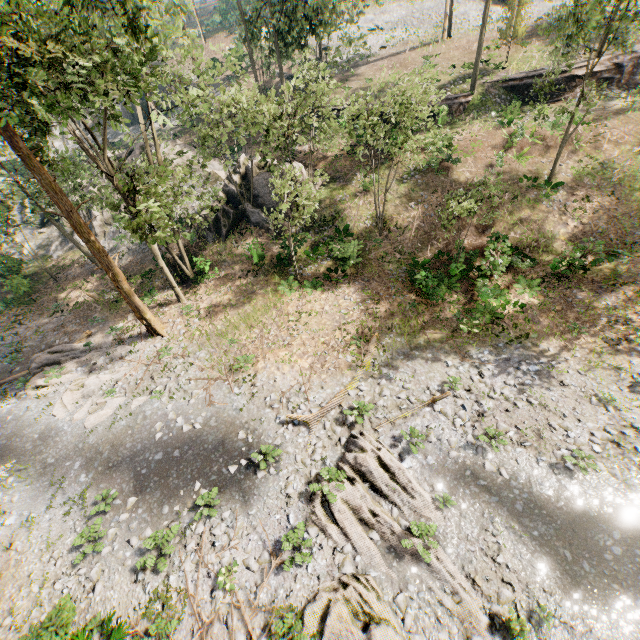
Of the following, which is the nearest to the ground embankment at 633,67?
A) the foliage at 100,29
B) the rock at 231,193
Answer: the foliage at 100,29

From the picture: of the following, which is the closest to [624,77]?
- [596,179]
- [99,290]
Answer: [596,179]

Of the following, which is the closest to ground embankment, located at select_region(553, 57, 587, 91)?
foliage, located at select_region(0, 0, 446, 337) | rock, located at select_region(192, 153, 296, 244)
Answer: foliage, located at select_region(0, 0, 446, 337)

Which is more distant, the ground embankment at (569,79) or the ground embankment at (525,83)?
the ground embankment at (525,83)

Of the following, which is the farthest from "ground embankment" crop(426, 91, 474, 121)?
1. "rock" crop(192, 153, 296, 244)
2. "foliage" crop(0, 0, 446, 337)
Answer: "foliage" crop(0, 0, 446, 337)

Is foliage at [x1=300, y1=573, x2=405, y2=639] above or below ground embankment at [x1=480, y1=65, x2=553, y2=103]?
below

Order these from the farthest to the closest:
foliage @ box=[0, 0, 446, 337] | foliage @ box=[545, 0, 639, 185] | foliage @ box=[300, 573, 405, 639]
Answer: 1. foliage @ box=[545, 0, 639, 185]
2. foliage @ box=[0, 0, 446, 337]
3. foliage @ box=[300, 573, 405, 639]

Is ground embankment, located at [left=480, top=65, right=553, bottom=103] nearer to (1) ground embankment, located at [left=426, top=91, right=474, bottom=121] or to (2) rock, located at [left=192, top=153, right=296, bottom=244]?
(1) ground embankment, located at [left=426, top=91, right=474, bottom=121]
